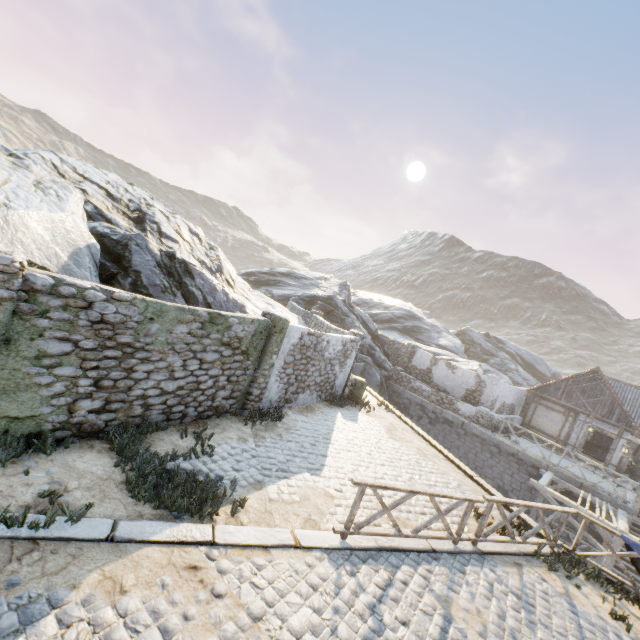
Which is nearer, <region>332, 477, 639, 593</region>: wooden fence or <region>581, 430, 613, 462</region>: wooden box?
<region>332, 477, 639, 593</region>: wooden fence

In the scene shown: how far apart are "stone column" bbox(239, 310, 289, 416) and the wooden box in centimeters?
2589cm

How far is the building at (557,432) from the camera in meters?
21.0

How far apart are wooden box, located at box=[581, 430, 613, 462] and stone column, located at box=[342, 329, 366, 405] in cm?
1995

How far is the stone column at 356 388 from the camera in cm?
1470

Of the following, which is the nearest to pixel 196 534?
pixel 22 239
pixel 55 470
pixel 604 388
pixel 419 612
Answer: pixel 55 470

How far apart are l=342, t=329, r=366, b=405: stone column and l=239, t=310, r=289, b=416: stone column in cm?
512

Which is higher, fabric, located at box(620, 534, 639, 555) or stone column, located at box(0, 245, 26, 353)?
stone column, located at box(0, 245, 26, 353)
